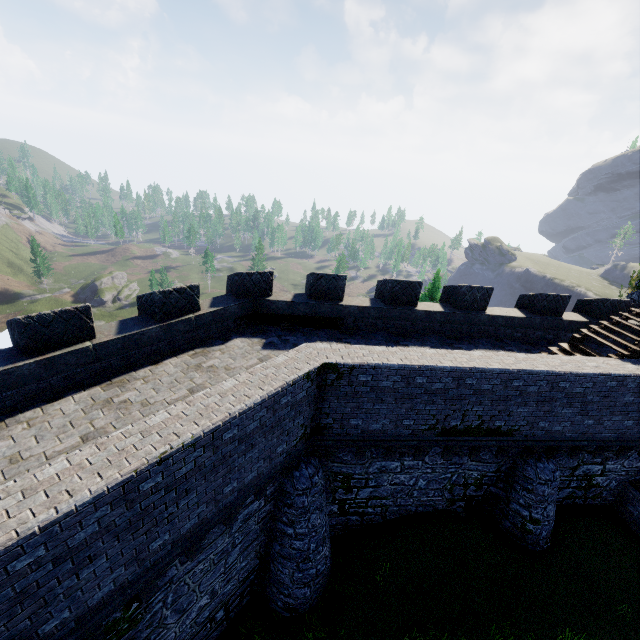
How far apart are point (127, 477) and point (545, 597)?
12.8 meters
